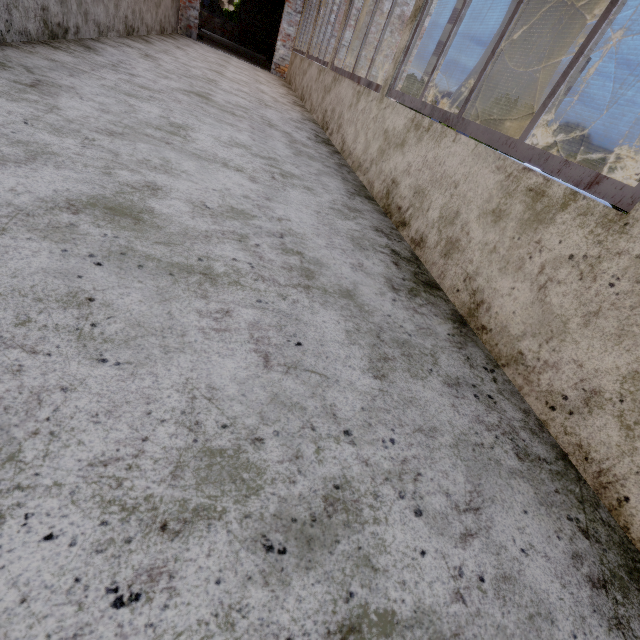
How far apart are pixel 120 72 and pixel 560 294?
4.6 meters

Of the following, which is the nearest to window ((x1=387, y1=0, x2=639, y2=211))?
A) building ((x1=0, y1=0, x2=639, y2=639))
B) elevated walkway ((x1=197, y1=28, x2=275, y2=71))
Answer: building ((x1=0, y1=0, x2=639, y2=639))

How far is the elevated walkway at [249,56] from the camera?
11.17m

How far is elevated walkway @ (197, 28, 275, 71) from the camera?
11.17m

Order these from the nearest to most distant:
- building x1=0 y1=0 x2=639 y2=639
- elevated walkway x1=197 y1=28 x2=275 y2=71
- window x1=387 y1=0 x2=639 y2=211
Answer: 1. building x1=0 y1=0 x2=639 y2=639
2. window x1=387 y1=0 x2=639 y2=211
3. elevated walkway x1=197 y1=28 x2=275 y2=71

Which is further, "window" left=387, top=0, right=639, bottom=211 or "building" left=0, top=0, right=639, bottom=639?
"window" left=387, top=0, right=639, bottom=211

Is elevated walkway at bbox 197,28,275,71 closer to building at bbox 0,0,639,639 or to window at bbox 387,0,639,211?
building at bbox 0,0,639,639

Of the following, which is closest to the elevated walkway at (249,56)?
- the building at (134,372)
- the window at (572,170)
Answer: the building at (134,372)
